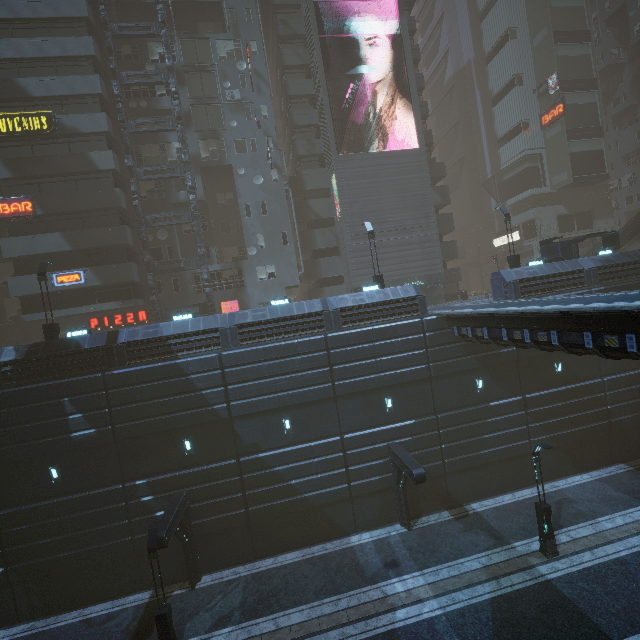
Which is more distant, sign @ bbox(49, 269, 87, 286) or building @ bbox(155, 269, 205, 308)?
building @ bbox(155, 269, 205, 308)

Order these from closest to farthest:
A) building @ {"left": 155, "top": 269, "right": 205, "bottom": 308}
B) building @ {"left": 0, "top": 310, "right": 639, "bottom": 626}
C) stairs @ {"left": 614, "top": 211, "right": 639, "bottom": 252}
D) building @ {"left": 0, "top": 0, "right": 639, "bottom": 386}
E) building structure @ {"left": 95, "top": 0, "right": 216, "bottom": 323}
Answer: building @ {"left": 0, "top": 310, "right": 639, "bottom": 626} < building @ {"left": 0, "top": 0, "right": 639, "bottom": 386} < building structure @ {"left": 95, "top": 0, "right": 216, "bottom": 323} < building @ {"left": 155, "top": 269, "right": 205, "bottom": 308} < stairs @ {"left": 614, "top": 211, "right": 639, "bottom": 252}

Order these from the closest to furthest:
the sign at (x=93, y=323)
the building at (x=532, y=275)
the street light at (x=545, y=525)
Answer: the street light at (x=545, y=525) < the building at (x=532, y=275) < the sign at (x=93, y=323)

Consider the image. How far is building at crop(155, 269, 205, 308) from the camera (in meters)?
29.03

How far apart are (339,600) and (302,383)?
10.2m

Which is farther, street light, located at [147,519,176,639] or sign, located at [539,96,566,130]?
sign, located at [539,96,566,130]

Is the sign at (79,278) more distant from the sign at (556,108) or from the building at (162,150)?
the sign at (556,108)

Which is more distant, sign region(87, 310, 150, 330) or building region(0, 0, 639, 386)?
sign region(87, 310, 150, 330)
